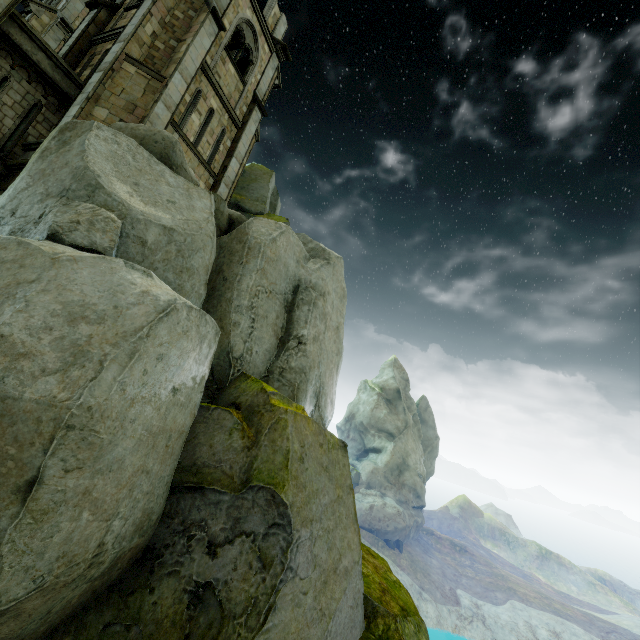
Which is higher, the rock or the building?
the building

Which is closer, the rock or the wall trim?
the rock

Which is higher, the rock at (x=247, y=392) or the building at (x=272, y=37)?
the building at (x=272, y=37)

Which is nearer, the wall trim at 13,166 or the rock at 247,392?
the rock at 247,392

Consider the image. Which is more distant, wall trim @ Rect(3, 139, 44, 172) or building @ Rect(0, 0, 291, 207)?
building @ Rect(0, 0, 291, 207)

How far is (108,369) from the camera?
4.6m

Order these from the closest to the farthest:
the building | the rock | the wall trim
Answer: the rock < the wall trim < the building

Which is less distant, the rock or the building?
the rock
